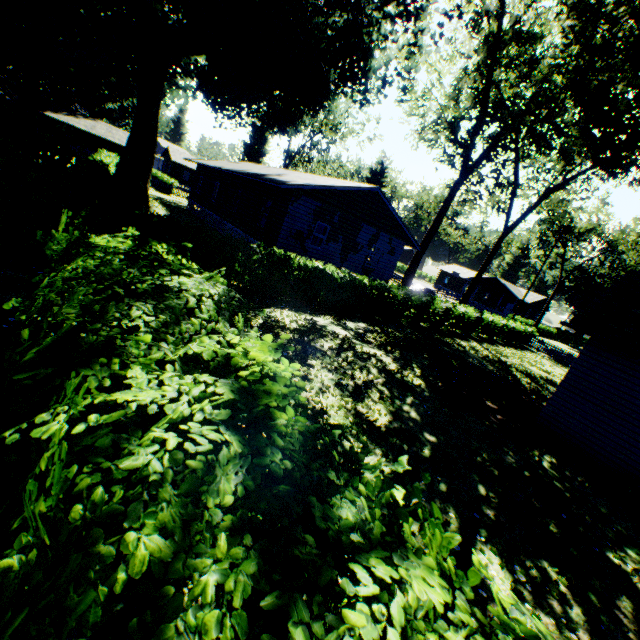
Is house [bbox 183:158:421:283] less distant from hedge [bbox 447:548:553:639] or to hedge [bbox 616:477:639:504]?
hedge [bbox 447:548:553:639]

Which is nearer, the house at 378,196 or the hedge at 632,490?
the hedge at 632,490

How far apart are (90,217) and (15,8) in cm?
557

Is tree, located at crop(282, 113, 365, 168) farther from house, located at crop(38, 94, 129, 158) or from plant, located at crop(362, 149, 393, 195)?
house, located at crop(38, 94, 129, 158)

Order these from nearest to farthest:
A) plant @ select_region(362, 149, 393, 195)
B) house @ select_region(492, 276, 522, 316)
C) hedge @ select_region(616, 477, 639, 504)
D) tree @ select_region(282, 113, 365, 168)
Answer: hedge @ select_region(616, 477, 639, 504), tree @ select_region(282, 113, 365, 168), plant @ select_region(362, 149, 393, 195), house @ select_region(492, 276, 522, 316)

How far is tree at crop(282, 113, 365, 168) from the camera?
39.4m

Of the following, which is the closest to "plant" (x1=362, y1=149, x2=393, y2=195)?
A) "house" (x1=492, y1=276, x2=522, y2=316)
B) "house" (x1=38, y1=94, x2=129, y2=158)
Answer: "house" (x1=38, y1=94, x2=129, y2=158)

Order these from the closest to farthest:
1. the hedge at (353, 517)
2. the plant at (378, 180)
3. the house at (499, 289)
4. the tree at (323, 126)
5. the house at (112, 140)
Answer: the hedge at (353, 517)
the tree at (323, 126)
the house at (112, 140)
the plant at (378, 180)
the house at (499, 289)
